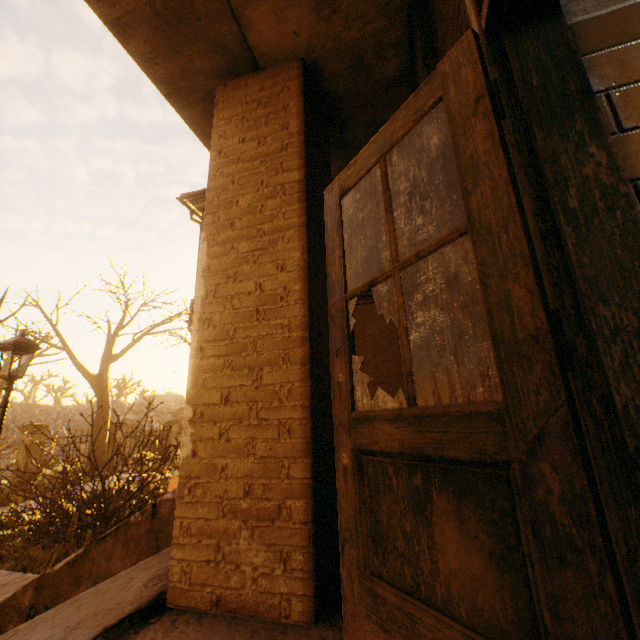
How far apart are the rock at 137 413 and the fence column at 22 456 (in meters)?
36.29

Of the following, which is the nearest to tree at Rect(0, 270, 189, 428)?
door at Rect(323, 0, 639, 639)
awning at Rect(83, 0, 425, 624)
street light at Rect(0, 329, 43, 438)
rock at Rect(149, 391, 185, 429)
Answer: Result: street light at Rect(0, 329, 43, 438)

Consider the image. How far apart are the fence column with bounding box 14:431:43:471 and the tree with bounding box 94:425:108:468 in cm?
152

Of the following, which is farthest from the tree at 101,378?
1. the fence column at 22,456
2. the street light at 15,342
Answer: the street light at 15,342

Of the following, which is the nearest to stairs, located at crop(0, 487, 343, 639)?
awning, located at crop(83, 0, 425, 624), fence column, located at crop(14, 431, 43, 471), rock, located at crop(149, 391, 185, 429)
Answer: awning, located at crop(83, 0, 425, 624)

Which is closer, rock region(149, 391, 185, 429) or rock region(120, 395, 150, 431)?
rock region(149, 391, 185, 429)

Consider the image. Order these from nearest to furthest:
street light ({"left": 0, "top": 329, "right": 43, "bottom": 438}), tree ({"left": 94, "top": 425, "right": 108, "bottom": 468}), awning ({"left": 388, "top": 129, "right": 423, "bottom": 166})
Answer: awning ({"left": 388, "top": 129, "right": 423, "bottom": 166}), street light ({"left": 0, "top": 329, "right": 43, "bottom": 438}), tree ({"left": 94, "top": 425, "right": 108, "bottom": 468})

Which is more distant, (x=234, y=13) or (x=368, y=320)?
(x=368, y=320)
